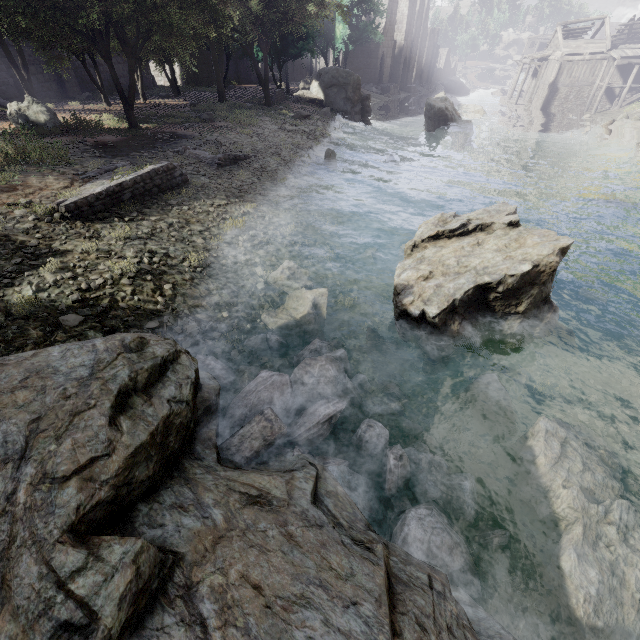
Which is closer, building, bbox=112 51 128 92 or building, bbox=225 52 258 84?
building, bbox=112 51 128 92

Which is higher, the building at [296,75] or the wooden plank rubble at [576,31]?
the wooden plank rubble at [576,31]

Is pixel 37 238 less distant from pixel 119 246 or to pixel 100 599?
pixel 119 246

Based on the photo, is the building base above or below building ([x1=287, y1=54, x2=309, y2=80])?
below

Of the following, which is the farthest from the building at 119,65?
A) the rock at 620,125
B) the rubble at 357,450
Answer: the rubble at 357,450

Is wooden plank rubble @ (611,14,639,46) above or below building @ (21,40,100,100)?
above

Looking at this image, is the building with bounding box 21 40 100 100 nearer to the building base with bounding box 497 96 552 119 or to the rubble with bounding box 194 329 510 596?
the building base with bounding box 497 96 552 119

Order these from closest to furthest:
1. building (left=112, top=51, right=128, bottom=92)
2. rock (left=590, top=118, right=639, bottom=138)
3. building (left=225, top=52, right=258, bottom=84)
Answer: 1. rock (left=590, top=118, right=639, bottom=138)
2. building (left=112, top=51, right=128, bottom=92)
3. building (left=225, top=52, right=258, bottom=84)
